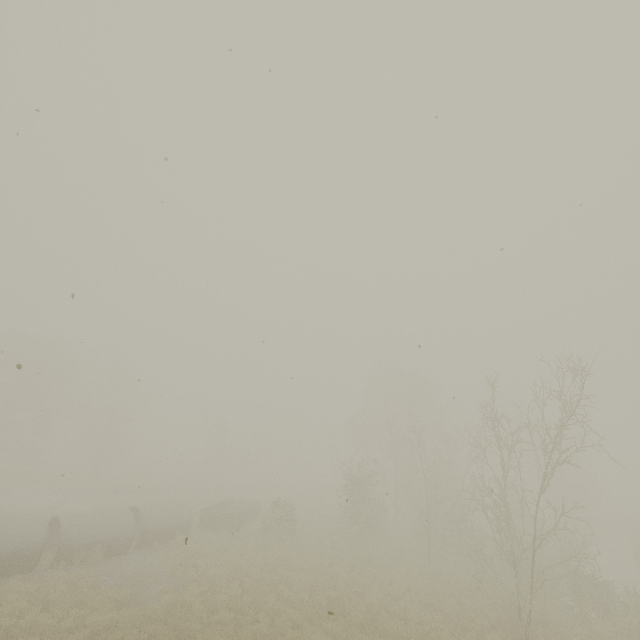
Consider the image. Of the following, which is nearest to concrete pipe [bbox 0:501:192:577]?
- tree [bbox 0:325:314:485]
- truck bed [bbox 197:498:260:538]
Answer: truck bed [bbox 197:498:260:538]

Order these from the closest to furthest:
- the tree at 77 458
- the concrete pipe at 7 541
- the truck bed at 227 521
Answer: the concrete pipe at 7 541 → the truck bed at 227 521 → the tree at 77 458

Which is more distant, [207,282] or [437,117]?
[207,282]

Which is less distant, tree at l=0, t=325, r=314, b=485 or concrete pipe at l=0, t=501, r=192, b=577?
concrete pipe at l=0, t=501, r=192, b=577

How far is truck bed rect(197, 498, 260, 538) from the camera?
21.6m

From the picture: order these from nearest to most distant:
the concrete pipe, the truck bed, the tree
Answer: the concrete pipe, the truck bed, the tree

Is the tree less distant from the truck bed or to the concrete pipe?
the truck bed

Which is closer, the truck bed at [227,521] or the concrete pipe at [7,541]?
the concrete pipe at [7,541]
